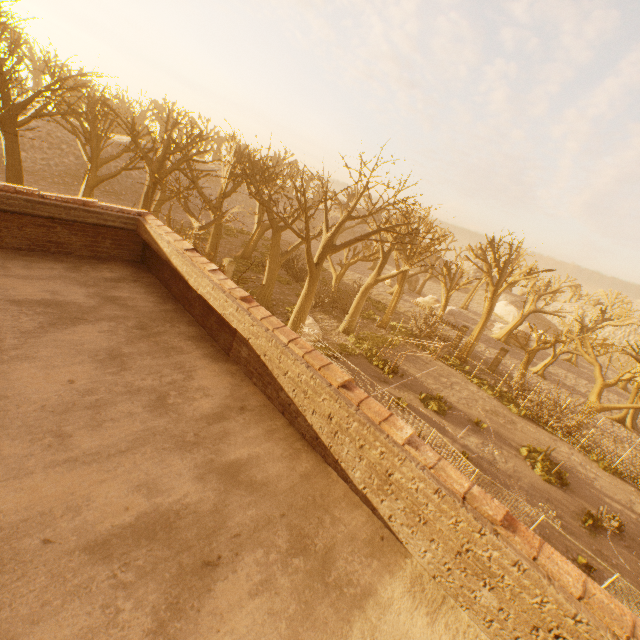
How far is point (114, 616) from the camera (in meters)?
2.16

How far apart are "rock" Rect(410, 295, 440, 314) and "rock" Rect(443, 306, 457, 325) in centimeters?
51cm

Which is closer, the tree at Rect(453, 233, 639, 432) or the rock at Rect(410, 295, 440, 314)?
the tree at Rect(453, 233, 639, 432)

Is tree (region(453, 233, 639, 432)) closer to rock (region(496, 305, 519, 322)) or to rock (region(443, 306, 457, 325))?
rock (region(443, 306, 457, 325))

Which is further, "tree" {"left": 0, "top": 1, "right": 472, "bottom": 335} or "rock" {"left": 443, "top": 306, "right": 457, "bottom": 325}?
"rock" {"left": 443, "top": 306, "right": 457, "bottom": 325}

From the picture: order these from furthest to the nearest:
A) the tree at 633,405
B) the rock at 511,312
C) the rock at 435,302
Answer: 1. the rock at 511,312
2. the rock at 435,302
3. the tree at 633,405

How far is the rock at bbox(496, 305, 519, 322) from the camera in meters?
58.2

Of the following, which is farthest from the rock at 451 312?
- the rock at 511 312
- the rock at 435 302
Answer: the rock at 511 312
